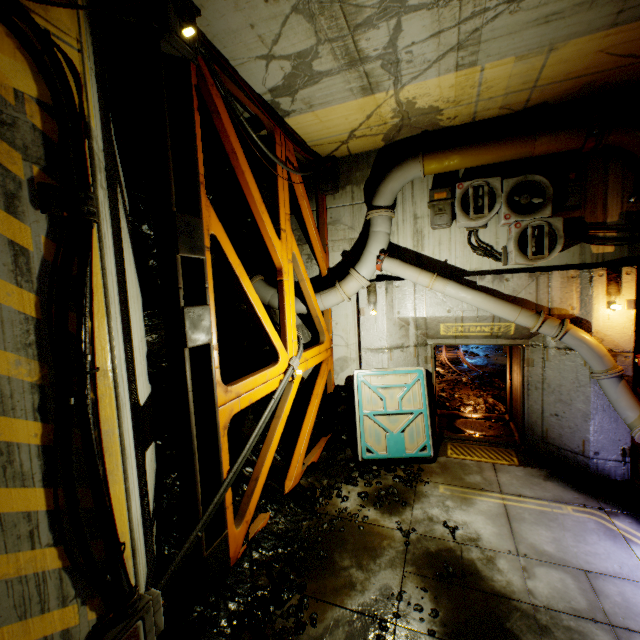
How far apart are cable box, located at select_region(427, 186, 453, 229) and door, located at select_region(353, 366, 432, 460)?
3.1m

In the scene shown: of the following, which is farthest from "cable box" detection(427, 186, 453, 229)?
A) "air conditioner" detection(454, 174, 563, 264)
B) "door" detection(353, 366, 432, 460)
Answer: "door" detection(353, 366, 432, 460)

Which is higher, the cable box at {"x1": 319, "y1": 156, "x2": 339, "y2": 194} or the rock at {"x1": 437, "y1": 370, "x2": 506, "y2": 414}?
the cable box at {"x1": 319, "y1": 156, "x2": 339, "y2": 194}

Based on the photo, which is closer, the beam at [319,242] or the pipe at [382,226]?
the pipe at [382,226]

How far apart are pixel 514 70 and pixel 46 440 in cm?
744

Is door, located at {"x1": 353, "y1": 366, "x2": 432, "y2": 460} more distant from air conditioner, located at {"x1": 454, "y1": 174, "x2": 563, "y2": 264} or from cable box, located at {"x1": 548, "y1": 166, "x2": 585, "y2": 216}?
cable box, located at {"x1": 548, "y1": 166, "x2": 585, "y2": 216}

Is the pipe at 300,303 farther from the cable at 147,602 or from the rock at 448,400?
the rock at 448,400

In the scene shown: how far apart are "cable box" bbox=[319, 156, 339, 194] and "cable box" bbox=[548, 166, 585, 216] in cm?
439
